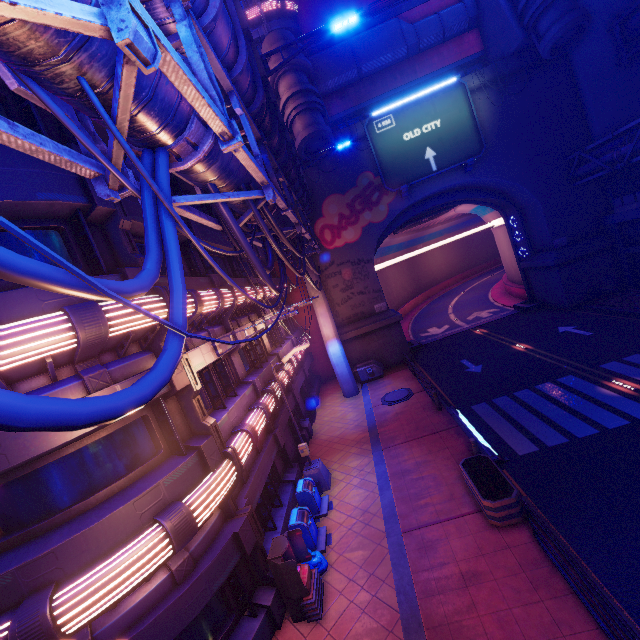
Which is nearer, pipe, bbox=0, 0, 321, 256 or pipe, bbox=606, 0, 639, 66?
pipe, bbox=0, 0, 321, 256

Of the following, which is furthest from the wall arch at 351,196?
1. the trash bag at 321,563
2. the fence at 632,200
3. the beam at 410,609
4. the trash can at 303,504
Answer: the trash bag at 321,563

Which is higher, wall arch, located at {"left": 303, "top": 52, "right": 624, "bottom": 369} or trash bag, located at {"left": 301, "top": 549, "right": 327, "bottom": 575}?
wall arch, located at {"left": 303, "top": 52, "right": 624, "bottom": 369}

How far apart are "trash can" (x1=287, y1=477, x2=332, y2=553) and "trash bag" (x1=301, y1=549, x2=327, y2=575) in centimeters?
3cm

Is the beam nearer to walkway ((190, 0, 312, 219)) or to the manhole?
the manhole

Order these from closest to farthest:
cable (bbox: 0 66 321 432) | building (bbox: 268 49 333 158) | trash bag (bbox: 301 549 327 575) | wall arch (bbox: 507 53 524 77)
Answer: cable (bbox: 0 66 321 432) < trash bag (bbox: 301 549 327 575) < building (bbox: 268 49 333 158) < wall arch (bbox: 507 53 524 77)

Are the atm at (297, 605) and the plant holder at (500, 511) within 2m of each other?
no

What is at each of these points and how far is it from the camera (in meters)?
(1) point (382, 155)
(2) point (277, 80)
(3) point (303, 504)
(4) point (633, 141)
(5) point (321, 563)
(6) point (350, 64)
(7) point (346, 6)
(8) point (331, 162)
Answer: (1) sign, 23.92
(2) building, 21.92
(3) trash can, 12.13
(4) pipe, 18.20
(5) trash bag, 9.73
(6) walkway, 25.20
(7) building, 32.81
(8) wall arch, 24.84
